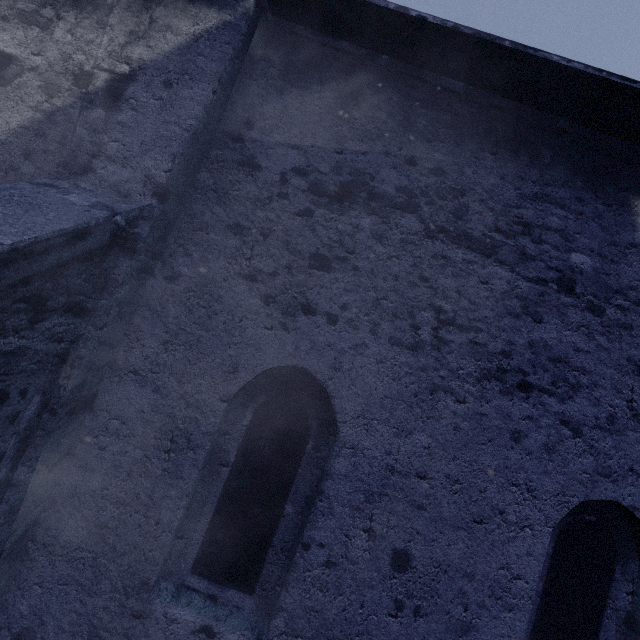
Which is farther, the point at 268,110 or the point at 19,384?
the point at 268,110
